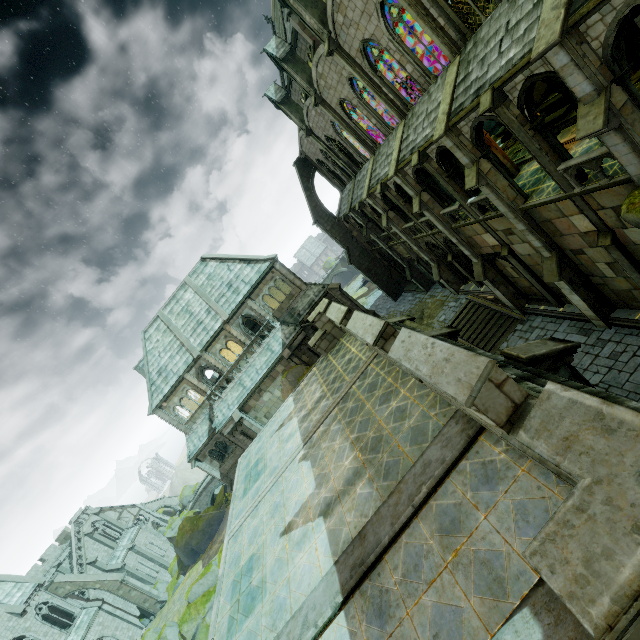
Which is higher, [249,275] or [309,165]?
[309,165]

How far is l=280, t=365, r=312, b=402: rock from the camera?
26.0m

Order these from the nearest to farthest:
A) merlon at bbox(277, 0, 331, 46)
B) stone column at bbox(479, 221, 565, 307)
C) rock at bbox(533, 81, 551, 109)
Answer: merlon at bbox(277, 0, 331, 46) → stone column at bbox(479, 221, 565, 307) → rock at bbox(533, 81, 551, 109)

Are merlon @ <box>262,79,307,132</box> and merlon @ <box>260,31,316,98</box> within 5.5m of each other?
yes

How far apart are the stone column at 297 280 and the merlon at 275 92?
12.8 meters

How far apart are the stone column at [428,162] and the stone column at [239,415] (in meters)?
22.62

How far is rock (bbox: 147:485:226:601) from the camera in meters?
37.2 m

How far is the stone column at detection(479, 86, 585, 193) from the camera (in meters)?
12.09
